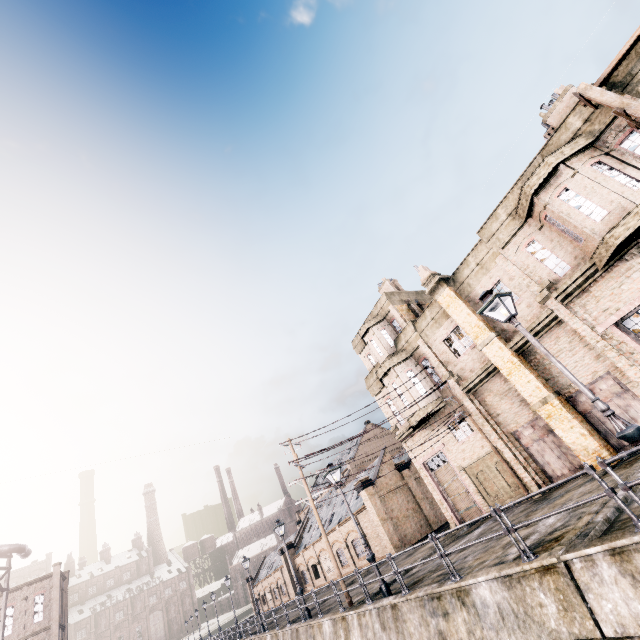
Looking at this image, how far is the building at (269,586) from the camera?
49.2 meters

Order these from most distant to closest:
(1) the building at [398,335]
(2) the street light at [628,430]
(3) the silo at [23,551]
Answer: (3) the silo at [23,551], (1) the building at [398,335], (2) the street light at [628,430]

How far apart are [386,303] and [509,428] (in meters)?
12.10

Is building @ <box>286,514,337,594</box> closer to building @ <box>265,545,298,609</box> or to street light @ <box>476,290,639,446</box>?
building @ <box>265,545,298,609</box>

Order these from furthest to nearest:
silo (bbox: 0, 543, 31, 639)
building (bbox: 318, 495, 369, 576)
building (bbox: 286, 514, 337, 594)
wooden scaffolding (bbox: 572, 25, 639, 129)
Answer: building (bbox: 286, 514, 337, 594) < building (bbox: 318, 495, 369, 576) < silo (bbox: 0, 543, 31, 639) < wooden scaffolding (bbox: 572, 25, 639, 129)

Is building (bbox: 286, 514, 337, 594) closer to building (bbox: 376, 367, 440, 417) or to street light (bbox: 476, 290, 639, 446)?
building (bbox: 376, 367, 440, 417)

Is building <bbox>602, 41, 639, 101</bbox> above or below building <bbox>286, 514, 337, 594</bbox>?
above

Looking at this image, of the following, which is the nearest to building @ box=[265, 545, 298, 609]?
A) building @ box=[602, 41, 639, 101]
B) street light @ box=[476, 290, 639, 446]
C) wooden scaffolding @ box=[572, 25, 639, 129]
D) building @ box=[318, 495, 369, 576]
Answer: building @ box=[318, 495, 369, 576]
